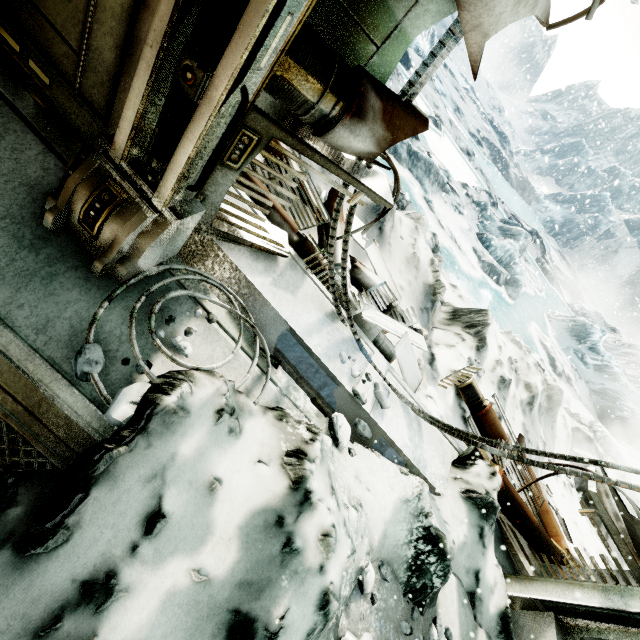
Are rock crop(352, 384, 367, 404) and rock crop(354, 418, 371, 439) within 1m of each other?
yes

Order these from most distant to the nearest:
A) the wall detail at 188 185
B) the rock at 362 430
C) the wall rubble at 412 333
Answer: the wall rubble at 412 333, the rock at 362 430, the wall detail at 188 185

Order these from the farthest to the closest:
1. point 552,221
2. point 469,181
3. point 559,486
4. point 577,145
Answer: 1. point 577,145
2. point 552,221
3. point 469,181
4. point 559,486

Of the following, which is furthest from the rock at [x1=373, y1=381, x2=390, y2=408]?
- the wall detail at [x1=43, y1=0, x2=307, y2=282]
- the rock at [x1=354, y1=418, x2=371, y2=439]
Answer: the wall detail at [x1=43, y1=0, x2=307, y2=282]

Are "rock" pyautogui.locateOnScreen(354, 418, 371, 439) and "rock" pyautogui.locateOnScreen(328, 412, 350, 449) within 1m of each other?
yes

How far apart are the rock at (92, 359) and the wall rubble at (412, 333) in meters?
1.6

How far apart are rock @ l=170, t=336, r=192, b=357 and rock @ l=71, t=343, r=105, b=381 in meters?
0.3 m

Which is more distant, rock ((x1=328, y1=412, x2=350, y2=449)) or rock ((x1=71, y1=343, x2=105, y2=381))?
rock ((x1=328, y1=412, x2=350, y2=449))
